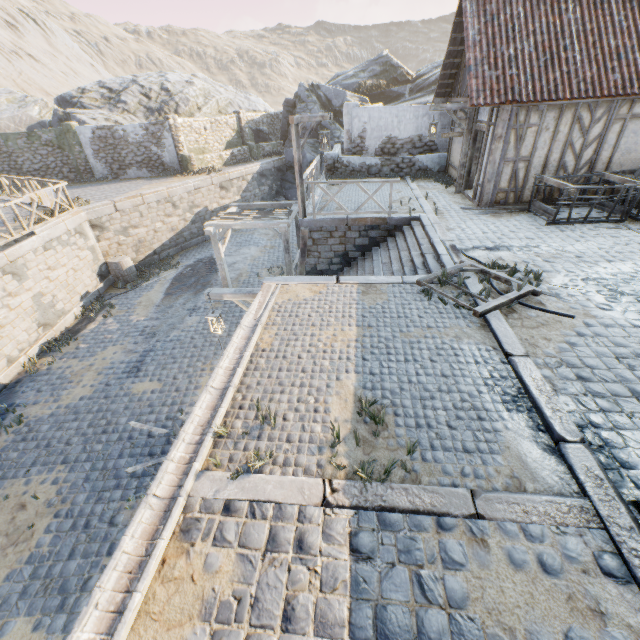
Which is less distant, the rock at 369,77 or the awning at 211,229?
the awning at 211,229

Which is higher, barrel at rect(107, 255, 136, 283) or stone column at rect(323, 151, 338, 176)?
stone column at rect(323, 151, 338, 176)

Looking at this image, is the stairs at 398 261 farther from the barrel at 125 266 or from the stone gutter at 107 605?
the barrel at 125 266

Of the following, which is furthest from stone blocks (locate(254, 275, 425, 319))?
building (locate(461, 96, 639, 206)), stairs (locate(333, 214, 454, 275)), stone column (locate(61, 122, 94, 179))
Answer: stone column (locate(61, 122, 94, 179))

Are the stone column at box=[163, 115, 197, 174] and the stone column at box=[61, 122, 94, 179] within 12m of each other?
yes

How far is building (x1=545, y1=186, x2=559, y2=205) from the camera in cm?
1016

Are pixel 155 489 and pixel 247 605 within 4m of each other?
yes

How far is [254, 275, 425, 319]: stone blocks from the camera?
6.6 meters
